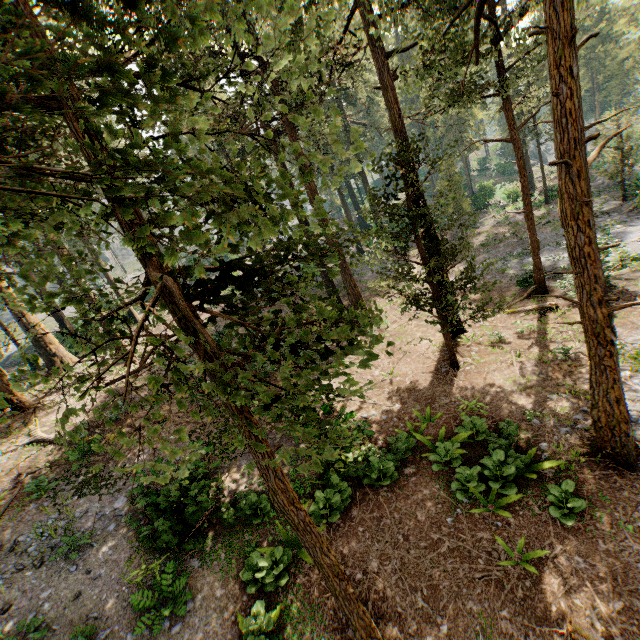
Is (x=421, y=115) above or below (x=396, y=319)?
above

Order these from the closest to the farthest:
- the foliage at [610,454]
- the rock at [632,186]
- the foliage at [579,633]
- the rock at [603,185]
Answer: the foliage at [610,454] → the foliage at [579,633] → the rock at [632,186] → the rock at [603,185]

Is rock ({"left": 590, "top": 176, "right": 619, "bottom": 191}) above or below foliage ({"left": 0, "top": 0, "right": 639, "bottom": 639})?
below

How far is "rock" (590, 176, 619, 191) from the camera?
30.9 meters

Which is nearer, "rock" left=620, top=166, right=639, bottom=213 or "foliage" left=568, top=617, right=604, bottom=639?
"foliage" left=568, top=617, right=604, bottom=639

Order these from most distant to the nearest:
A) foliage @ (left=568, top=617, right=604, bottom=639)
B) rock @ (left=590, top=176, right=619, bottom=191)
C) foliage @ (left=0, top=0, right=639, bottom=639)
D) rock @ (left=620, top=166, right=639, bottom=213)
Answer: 1. rock @ (left=590, top=176, right=619, bottom=191)
2. rock @ (left=620, top=166, right=639, bottom=213)
3. foliage @ (left=568, top=617, right=604, bottom=639)
4. foliage @ (left=0, top=0, right=639, bottom=639)

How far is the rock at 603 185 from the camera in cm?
3094
